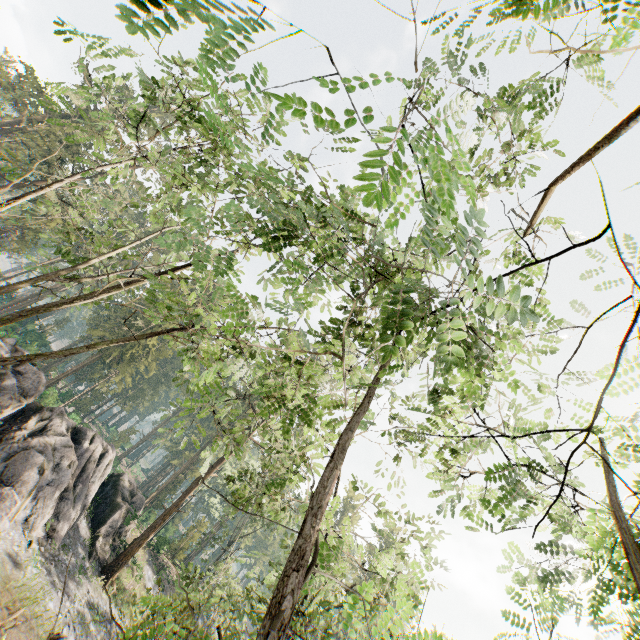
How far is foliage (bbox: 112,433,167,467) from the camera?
9.0m

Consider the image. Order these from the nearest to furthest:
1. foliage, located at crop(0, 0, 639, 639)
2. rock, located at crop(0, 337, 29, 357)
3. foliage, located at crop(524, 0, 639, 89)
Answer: foliage, located at crop(524, 0, 639, 89) < foliage, located at crop(0, 0, 639, 639) < rock, located at crop(0, 337, 29, 357)

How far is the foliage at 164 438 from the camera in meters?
9.0

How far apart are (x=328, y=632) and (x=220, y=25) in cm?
818

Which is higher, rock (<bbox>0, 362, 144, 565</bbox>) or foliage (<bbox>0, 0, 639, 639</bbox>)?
foliage (<bbox>0, 0, 639, 639</bbox>)

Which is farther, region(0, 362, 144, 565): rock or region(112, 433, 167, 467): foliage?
region(0, 362, 144, 565): rock

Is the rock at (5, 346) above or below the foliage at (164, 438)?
below
